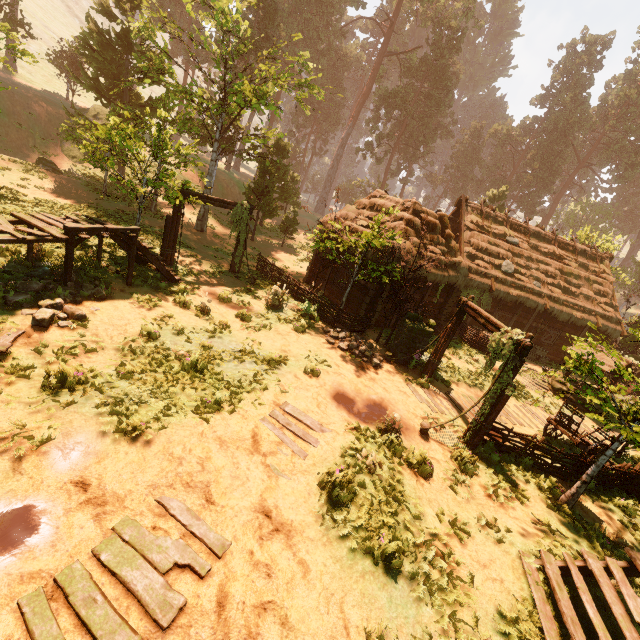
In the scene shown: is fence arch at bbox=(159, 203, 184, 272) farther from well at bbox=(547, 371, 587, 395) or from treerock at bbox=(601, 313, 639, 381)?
well at bbox=(547, 371, 587, 395)

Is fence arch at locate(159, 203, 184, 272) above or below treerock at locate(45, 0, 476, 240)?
below

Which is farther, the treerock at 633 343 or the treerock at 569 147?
the treerock at 569 147

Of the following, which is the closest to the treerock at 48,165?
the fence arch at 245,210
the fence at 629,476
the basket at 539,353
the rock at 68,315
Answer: the fence arch at 245,210

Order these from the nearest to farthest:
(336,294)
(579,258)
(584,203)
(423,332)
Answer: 1. (423,332)
2. (336,294)
3. (579,258)
4. (584,203)

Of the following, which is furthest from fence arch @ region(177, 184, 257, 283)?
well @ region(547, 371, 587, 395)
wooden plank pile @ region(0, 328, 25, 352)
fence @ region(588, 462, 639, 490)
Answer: well @ region(547, 371, 587, 395)

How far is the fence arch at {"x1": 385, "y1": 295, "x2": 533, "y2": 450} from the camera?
8.84m

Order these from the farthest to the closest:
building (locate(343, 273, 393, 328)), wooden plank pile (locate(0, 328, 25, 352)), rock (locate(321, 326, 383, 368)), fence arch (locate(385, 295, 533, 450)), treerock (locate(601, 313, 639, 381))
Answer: building (locate(343, 273, 393, 328)) < rock (locate(321, 326, 383, 368)) < fence arch (locate(385, 295, 533, 450)) < treerock (locate(601, 313, 639, 381)) < wooden plank pile (locate(0, 328, 25, 352))
